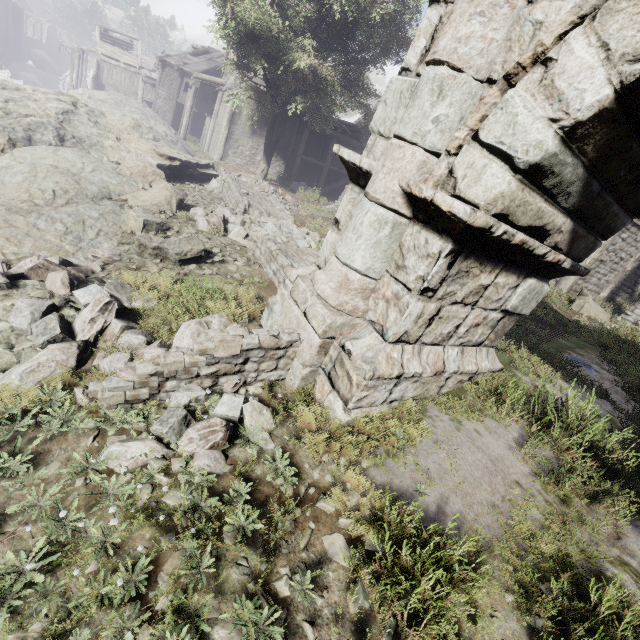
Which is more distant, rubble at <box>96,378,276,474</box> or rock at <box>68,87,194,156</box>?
rock at <box>68,87,194,156</box>

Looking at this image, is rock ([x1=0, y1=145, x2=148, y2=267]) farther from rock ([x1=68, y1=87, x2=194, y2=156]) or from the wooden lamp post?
the wooden lamp post

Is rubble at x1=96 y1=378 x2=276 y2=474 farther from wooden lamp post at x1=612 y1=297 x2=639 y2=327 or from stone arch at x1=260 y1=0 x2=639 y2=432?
wooden lamp post at x1=612 y1=297 x2=639 y2=327

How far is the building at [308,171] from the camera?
23.7m

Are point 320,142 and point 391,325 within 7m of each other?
no

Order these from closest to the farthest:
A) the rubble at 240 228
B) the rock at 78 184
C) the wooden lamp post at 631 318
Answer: the rock at 78 184 → the rubble at 240 228 → the wooden lamp post at 631 318

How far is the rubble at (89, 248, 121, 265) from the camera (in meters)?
5.94

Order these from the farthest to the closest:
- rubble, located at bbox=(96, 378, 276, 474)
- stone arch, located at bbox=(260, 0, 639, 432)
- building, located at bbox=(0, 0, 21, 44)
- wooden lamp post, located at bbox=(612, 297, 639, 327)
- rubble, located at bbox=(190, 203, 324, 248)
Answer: building, located at bbox=(0, 0, 21, 44)
wooden lamp post, located at bbox=(612, 297, 639, 327)
rubble, located at bbox=(190, 203, 324, 248)
rubble, located at bbox=(96, 378, 276, 474)
stone arch, located at bbox=(260, 0, 639, 432)
